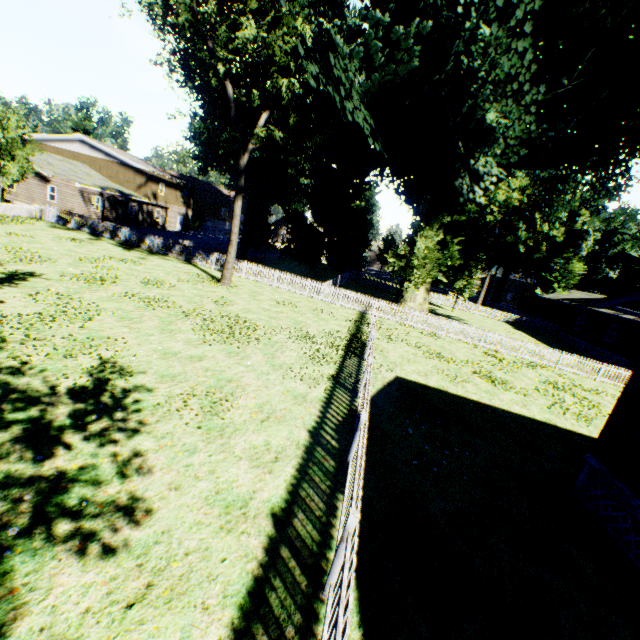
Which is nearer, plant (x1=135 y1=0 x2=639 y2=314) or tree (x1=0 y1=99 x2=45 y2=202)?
plant (x1=135 y1=0 x2=639 y2=314)

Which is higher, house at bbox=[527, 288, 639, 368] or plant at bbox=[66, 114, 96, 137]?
plant at bbox=[66, 114, 96, 137]

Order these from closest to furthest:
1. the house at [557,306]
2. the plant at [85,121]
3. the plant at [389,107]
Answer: the plant at [389,107] → the house at [557,306] → the plant at [85,121]

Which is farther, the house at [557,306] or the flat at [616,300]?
the house at [557,306]

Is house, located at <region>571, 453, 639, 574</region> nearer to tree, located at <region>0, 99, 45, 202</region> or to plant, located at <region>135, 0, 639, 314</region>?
tree, located at <region>0, 99, 45, 202</region>

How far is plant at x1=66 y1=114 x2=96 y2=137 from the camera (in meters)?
54.06

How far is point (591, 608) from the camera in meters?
4.9 m

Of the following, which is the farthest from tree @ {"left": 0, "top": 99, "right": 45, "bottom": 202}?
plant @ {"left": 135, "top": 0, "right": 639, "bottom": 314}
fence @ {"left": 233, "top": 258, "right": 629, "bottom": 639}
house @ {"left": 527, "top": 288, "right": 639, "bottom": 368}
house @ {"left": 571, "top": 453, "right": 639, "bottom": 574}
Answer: house @ {"left": 527, "top": 288, "right": 639, "bottom": 368}
